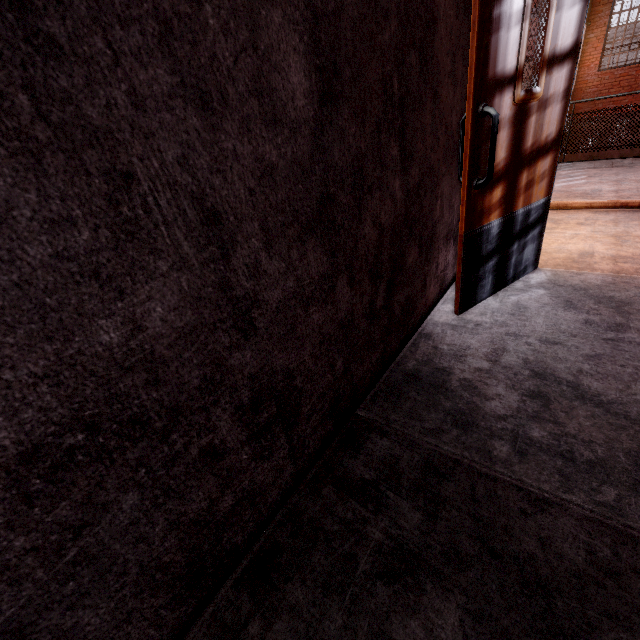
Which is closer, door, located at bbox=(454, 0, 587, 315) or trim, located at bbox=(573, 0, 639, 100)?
door, located at bbox=(454, 0, 587, 315)

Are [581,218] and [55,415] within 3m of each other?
no

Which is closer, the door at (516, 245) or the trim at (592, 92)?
the door at (516, 245)
